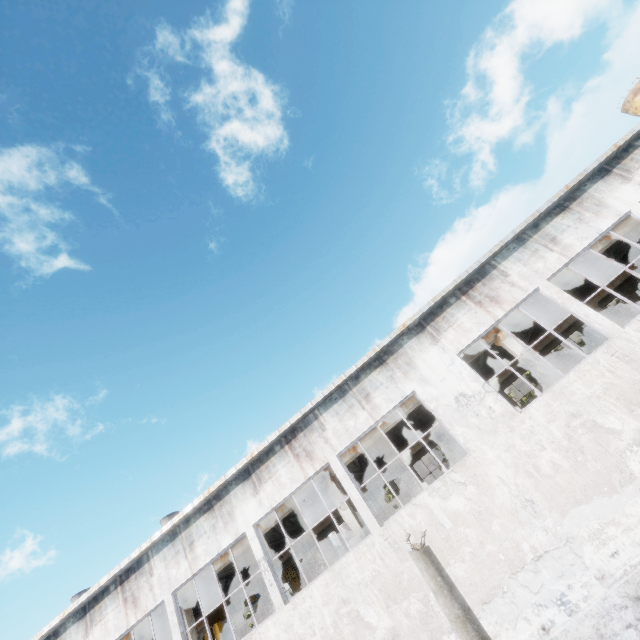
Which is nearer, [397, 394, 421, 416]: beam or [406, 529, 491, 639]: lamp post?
[406, 529, 491, 639]: lamp post

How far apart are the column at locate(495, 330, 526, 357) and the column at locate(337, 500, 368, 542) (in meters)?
9.47

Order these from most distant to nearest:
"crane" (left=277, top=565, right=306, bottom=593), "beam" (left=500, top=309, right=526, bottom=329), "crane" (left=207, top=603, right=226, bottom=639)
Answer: "crane" (left=277, top=565, right=306, bottom=593) → "crane" (left=207, top=603, right=226, bottom=639) → "beam" (left=500, top=309, right=526, bottom=329)

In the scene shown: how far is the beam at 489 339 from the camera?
14.0m

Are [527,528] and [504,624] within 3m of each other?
yes

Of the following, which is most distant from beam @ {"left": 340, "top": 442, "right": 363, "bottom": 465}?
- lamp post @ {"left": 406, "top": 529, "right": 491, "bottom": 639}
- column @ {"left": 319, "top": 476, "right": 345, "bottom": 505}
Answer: lamp post @ {"left": 406, "top": 529, "right": 491, "bottom": 639}

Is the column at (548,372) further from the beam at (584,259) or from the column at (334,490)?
the column at (334,490)
